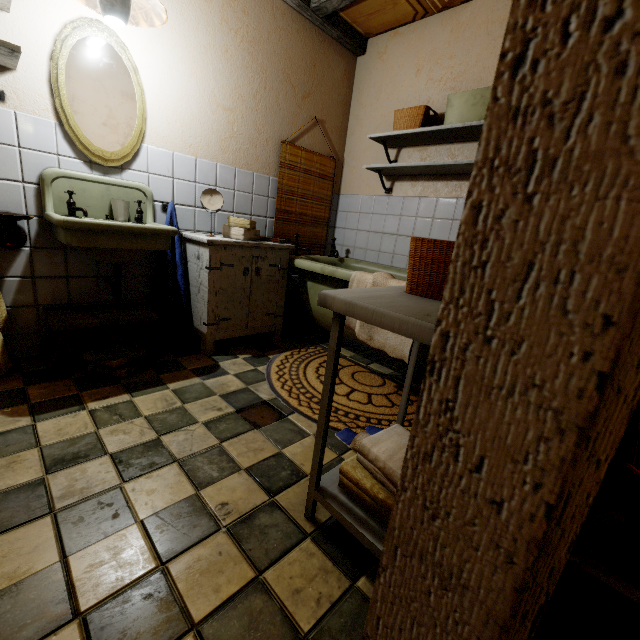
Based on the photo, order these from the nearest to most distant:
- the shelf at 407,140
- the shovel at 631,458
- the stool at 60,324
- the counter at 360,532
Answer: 1. the counter at 360,532
2. the shovel at 631,458
3. the stool at 60,324
4. the shelf at 407,140

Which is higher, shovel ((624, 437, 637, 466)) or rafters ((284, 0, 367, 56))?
rafters ((284, 0, 367, 56))

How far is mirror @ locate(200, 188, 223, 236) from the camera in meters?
2.3

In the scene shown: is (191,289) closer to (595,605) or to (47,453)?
(47,453)

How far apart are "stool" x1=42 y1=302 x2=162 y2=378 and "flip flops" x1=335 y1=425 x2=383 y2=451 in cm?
145

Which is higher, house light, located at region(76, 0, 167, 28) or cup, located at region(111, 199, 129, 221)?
house light, located at region(76, 0, 167, 28)

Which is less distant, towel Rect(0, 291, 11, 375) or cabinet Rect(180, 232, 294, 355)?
towel Rect(0, 291, 11, 375)

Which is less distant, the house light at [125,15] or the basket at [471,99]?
the house light at [125,15]
